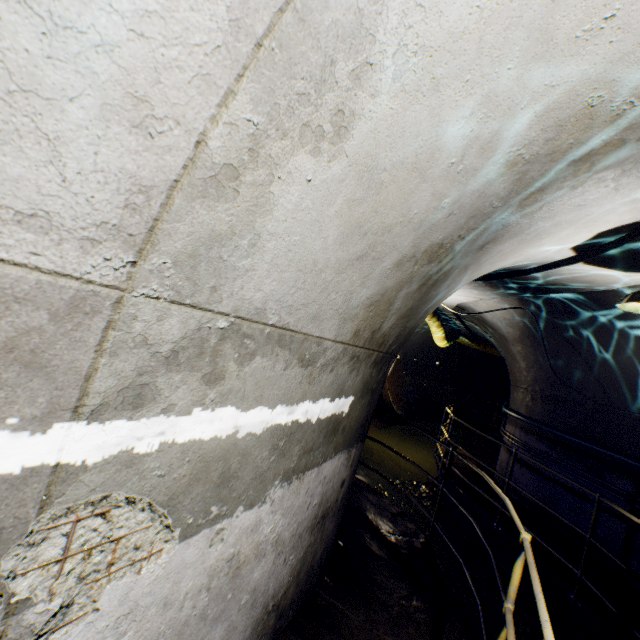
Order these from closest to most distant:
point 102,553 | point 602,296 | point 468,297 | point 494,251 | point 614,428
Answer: point 102,553 → point 494,251 → point 602,296 → point 614,428 → point 468,297

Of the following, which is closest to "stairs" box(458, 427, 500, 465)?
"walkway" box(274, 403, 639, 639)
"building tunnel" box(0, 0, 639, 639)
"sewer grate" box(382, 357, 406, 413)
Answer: "building tunnel" box(0, 0, 639, 639)

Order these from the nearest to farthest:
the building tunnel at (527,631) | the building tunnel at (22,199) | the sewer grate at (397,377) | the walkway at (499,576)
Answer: the building tunnel at (22,199) → the walkway at (499,576) → the building tunnel at (527,631) → the sewer grate at (397,377)

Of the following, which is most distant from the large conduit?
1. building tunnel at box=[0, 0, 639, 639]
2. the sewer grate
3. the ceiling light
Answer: the ceiling light

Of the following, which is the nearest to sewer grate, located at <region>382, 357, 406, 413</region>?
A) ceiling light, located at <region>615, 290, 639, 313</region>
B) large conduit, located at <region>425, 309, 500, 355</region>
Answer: large conduit, located at <region>425, 309, 500, 355</region>

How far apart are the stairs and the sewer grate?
2.05m

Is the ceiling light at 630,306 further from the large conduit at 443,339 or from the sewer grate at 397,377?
the sewer grate at 397,377

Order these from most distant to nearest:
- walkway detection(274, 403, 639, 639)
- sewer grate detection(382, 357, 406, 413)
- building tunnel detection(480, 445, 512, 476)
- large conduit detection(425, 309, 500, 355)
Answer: sewer grate detection(382, 357, 406, 413)
large conduit detection(425, 309, 500, 355)
building tunnel detection(480, 445, 512, 476)
walkway detection(274, 403, 639, 639)
